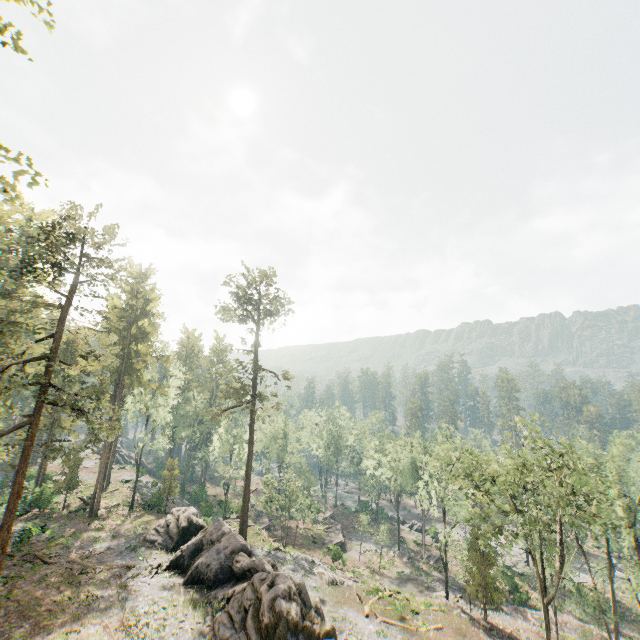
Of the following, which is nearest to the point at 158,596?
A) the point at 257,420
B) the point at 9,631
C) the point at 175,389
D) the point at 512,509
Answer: the point at 9,631

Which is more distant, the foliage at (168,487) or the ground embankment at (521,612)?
the foliage at (168,487)

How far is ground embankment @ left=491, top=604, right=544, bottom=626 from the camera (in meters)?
36.16

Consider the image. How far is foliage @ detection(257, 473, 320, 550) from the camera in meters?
42.8 m

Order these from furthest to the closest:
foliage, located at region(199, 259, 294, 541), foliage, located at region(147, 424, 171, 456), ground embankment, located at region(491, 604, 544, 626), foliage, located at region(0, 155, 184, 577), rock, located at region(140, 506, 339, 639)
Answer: foliage, located at region(147, 424, 171, 456) < foliage, located at region(199, 259, 294, 541) < ground embankment, located at region(491, 604, 544, 626) < foliage, located at region(0, 155, 184, 577) < rock, located at region(140, 506, 339, 639)

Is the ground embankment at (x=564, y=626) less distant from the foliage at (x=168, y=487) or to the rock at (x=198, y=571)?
the foliage at (x=168, y=487)

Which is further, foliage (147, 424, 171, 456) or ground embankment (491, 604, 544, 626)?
foliage (147, 424, 171, 456)
